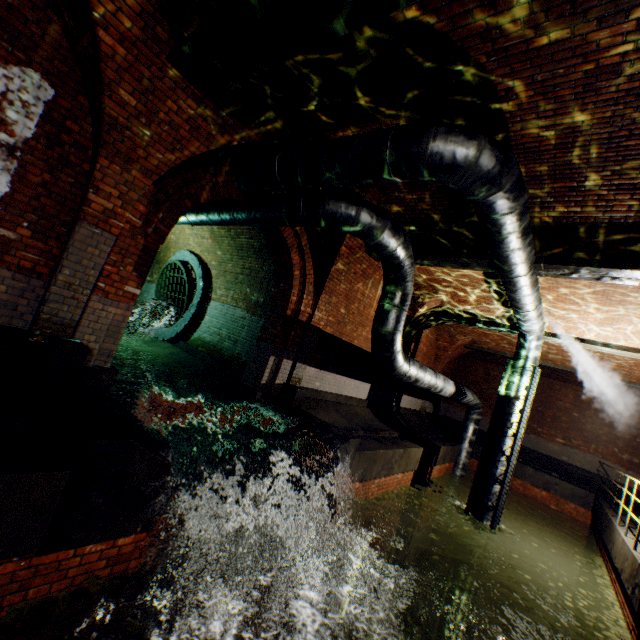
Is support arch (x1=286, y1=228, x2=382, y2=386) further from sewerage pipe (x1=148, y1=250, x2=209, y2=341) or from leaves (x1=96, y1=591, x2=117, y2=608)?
sewerage pipe (x1=148, y1=250, x2=209, y2=341)

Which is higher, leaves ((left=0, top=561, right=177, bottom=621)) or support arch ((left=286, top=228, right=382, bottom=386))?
support arch ((left=286, top=228, right=382, bottom=386))

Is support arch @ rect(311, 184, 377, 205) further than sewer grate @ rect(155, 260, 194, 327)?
No

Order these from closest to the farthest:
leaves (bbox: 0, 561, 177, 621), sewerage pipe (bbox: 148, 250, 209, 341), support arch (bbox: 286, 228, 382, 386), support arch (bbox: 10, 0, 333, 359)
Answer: leaves (bbox: 0, 561, 177, 621)
support arch (bbox: 10, 0, 333, 359)
support arch (bbox: 286, 228, 382, 386)
sewerage pipe (bbox: 148, 250, 209, 341)

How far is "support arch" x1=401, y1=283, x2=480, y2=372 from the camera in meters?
10.3 m

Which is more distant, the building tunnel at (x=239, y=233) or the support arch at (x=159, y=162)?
the building tunnel at (x=239, y=233)

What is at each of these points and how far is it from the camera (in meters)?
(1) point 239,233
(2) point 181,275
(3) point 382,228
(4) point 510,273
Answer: (1) building tunnel, 9.40
(2) sewer grate, 11.38
(3) pipe, 5.18
(4) pipe, 5.51

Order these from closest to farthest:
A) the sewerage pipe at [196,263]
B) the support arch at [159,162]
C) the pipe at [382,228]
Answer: the support arch at [159,162]
the pipe at [382,228]
the sewerage pipe at [196,263]
